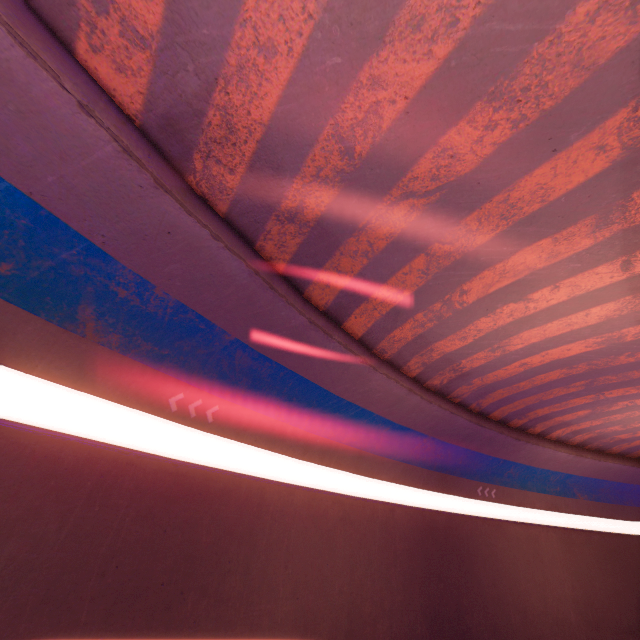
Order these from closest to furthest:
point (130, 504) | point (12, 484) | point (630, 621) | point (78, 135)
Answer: point (78, 135)
point (12, 484)
point (130, 504)
point (630, 621)
